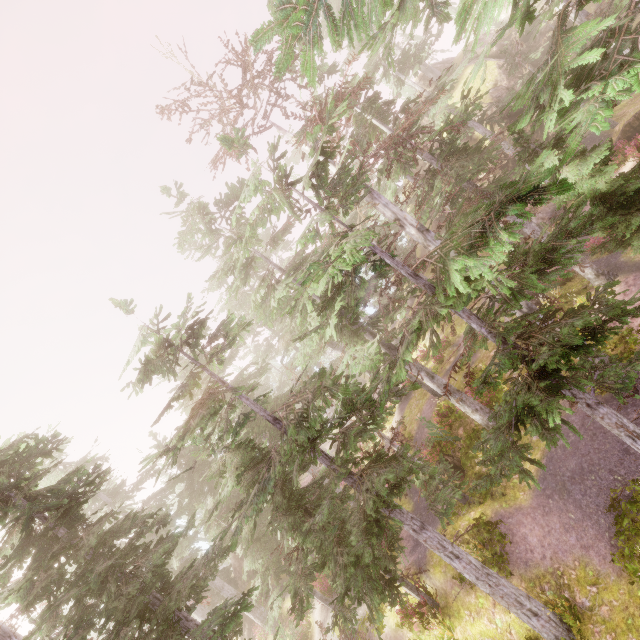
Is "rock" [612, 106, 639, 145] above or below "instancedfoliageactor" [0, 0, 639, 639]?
below

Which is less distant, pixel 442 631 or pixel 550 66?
pixel 550 66

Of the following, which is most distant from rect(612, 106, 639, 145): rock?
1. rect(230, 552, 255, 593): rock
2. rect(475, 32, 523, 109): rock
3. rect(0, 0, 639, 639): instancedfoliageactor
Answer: rect(230, 552, 255, 593): rock

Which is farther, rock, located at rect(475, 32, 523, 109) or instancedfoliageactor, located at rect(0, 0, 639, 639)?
rock, located at rect(475, 32, 523, 109)

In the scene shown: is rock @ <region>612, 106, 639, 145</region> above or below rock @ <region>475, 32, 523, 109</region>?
below

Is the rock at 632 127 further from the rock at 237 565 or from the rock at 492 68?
the rock at 237 565

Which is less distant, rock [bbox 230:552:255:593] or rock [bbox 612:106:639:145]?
rock [bbox 612:106:639:145]

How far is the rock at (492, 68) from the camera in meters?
28.0 m
